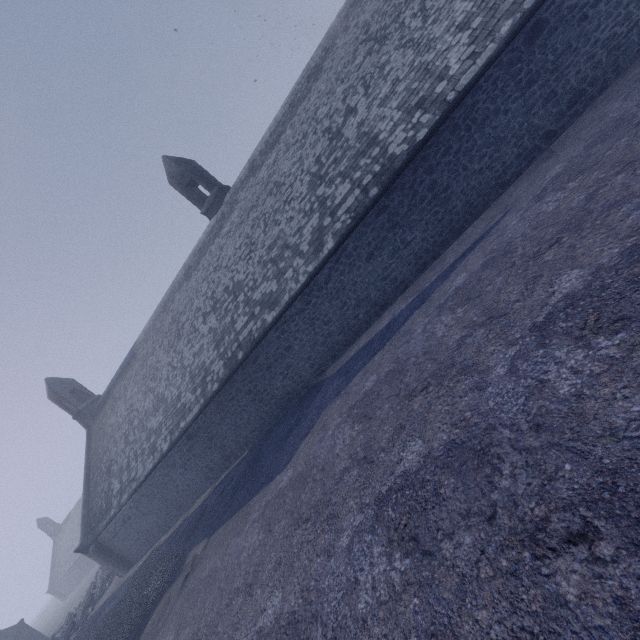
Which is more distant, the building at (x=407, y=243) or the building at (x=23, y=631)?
the building at (x=23, y=631)

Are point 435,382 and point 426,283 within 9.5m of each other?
yes

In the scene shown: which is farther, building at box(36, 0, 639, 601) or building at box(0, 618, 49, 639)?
building at box(0, 618, 49, 639)
